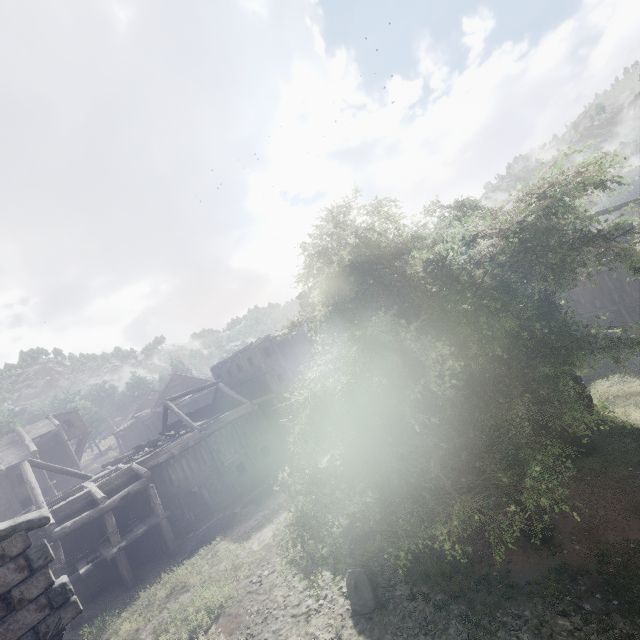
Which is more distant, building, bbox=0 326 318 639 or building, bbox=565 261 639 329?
building, bbox=565 261 639 329

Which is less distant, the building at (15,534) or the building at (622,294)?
the building at (15,534)

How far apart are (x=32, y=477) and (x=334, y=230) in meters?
25.2 m
